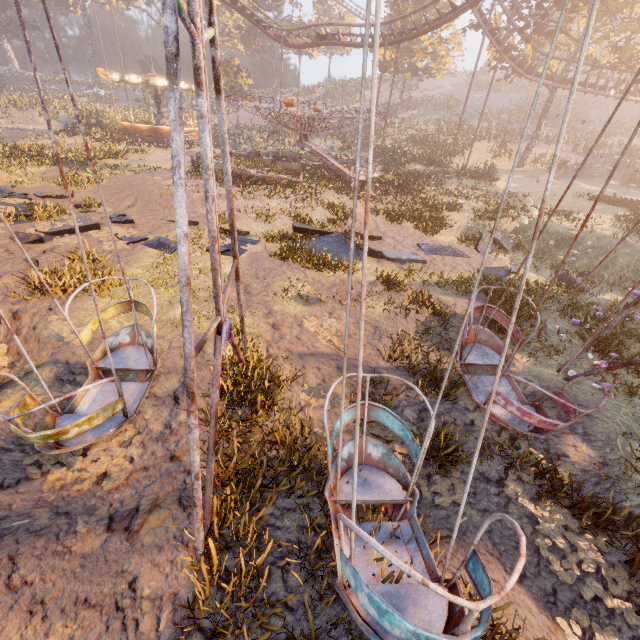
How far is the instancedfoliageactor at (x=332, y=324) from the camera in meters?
6.9

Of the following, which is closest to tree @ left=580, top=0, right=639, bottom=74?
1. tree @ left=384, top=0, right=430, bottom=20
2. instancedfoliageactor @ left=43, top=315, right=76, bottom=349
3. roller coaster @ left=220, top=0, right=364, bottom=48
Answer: roller coaster @ left=220, top=0, right=364, bottom=48

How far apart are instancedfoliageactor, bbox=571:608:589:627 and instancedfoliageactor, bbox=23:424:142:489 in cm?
487

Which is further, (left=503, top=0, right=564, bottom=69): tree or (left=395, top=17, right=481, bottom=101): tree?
(left=395, top=17, right=481, bottom=101): tree

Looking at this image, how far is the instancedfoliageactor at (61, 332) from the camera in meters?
5.8

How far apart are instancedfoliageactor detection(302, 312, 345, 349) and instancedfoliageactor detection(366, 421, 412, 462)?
1.8m

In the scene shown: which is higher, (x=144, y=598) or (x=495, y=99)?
(x=495, y=99)

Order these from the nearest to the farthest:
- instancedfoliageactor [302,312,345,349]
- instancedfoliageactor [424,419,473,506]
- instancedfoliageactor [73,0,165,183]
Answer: instancedfoliageactor [424,419,473,506]
instancedfoliageactor [302,312,345,349]
instancedfoliageactor [73,0,165,183]
